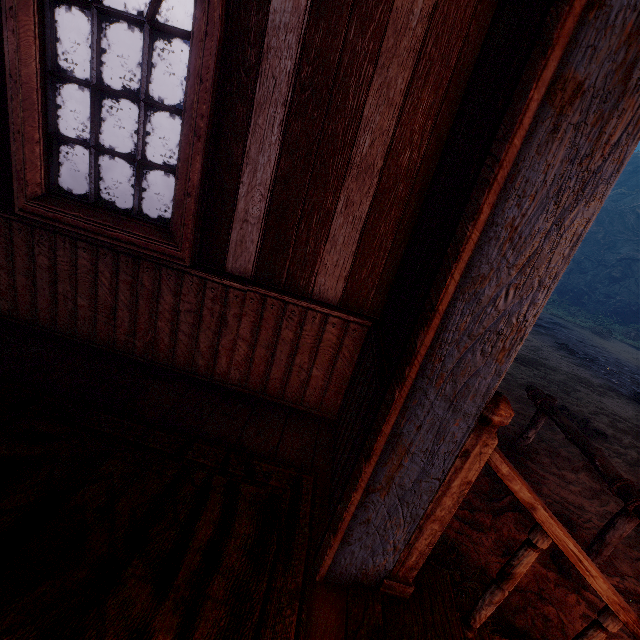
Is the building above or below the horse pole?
above

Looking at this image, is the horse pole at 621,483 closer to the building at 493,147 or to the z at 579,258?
the z at 579,258

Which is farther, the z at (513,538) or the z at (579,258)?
the z at (579,258)

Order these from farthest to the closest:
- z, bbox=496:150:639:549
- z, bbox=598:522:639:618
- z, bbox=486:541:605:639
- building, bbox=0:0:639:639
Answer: z, bbox=496:150:639:549 → z, bbox=598:522:639:618 → z, bbox=486:541:605:639 → building, bbox=0:0:639:639

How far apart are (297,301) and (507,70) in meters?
1.5 m

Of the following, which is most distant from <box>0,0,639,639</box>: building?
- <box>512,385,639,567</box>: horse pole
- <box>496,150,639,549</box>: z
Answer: <box>512,385,639,567</box>: horse pole

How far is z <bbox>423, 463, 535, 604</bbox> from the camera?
2.58m
